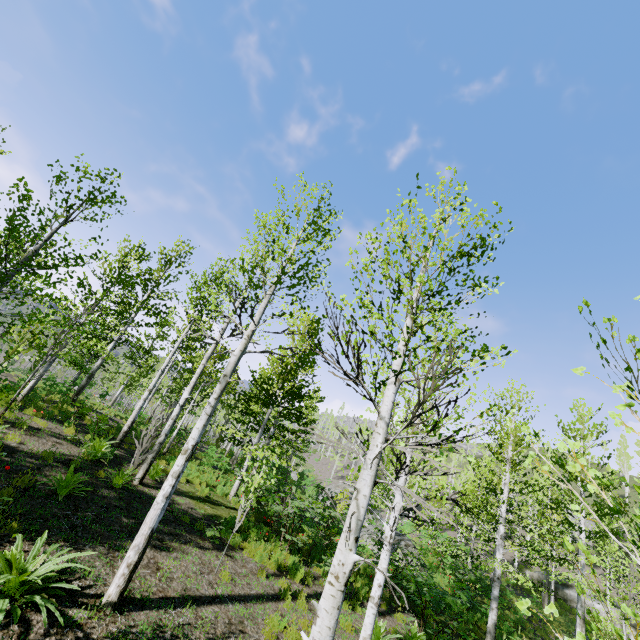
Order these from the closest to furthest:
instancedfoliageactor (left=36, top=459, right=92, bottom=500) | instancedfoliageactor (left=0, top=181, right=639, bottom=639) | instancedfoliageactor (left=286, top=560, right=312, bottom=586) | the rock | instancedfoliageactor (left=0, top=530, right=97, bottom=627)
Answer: instancedfoliageactor (left=0, top=181, right=639, bottom=639)
instancedfoliageactor (left=0, top=530, right=97, bottom=627)
instancedfoliageactor (left=36, top=459, right=92, bottom=500)
instancedfoliageactor (left=286, top=560, right=312, bottom=586)
the rock

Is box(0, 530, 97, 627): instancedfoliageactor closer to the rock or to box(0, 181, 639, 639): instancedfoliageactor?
the rock

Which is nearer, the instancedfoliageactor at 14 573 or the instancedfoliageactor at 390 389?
the instancedfoliageactor at 390 389

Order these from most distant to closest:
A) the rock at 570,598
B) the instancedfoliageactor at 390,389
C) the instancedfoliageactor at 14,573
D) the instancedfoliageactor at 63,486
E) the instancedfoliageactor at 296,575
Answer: the rock at 570,598 < the instancedfoliageactor at 296,575 < the instancedfoliageactor at 63,486 < the instancedfoliageactor at 14,573 < the instancedfoliageactor at 390,389

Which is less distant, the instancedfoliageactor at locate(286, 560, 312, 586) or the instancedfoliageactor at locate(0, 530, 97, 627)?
the instancedfoliageactor at locate(0, 530, 97, 627)

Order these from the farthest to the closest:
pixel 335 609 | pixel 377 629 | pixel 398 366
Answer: pixel 377 629, pixel 398 366, pixel 335 609
